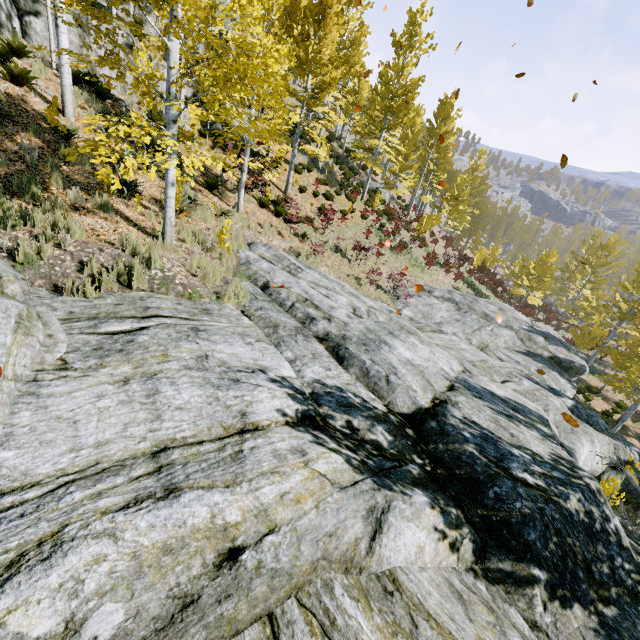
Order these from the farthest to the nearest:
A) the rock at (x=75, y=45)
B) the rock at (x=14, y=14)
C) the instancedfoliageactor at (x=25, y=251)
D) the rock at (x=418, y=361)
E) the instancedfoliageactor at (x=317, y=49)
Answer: the rock at (x=75, y=45)
the rock at (x=14, y=14)
the instancedfoliageactor at (x=317, y=49)
the instancedfoliageactor at (x=25, y=251)
the rock at (x=418, y=361)

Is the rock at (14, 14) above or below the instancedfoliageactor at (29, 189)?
above

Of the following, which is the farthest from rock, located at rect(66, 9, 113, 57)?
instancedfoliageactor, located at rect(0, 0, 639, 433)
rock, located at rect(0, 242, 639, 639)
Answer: rock, located at rect(0, 242, 639, 639)

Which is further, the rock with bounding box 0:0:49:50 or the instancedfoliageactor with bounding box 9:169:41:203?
the rock with bounding box 0:0:49:50

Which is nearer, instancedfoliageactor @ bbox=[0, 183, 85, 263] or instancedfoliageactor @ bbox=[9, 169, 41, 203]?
instancedfoliageactor @ bbox=[0, 183, 85, 263]

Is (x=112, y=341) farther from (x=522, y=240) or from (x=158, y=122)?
(x=522, y=240)

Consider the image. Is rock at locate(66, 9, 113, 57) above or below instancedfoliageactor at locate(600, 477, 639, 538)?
above
